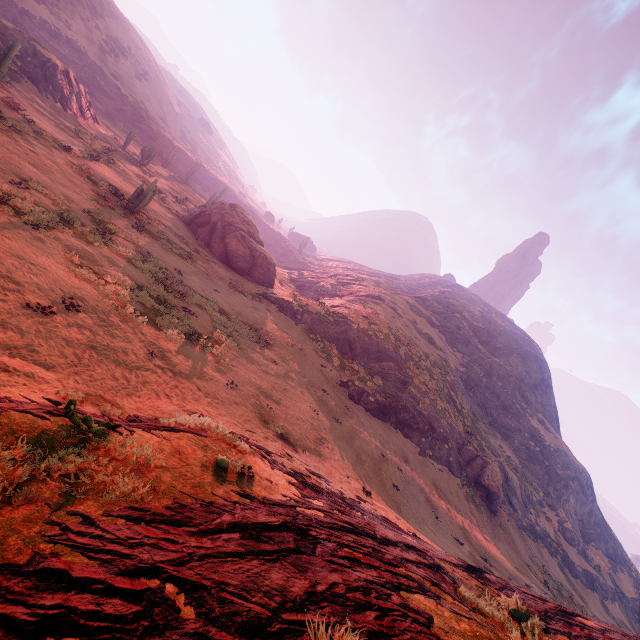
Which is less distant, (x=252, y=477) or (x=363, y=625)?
(x=363, y=625)

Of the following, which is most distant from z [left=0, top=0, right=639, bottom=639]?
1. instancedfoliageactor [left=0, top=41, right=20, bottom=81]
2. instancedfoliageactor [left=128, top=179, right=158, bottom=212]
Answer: instancedfoliageactor [left=0, top=41, right=20, bottom=81]

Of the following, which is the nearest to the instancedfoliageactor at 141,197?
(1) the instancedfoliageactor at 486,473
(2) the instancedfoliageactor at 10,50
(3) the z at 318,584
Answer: (3) the z at 318,584

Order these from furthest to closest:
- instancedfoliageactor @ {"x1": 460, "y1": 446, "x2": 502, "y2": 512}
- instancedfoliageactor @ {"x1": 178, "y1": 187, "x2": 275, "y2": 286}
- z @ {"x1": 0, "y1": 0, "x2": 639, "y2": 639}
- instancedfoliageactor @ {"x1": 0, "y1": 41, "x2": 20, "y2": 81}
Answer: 1. instancedfoliageactor @ {"x1": 178, "y1": 187, "x2": 275, "y2": 286}
2. instancedfoliageactor @ {"x1": 460, "y1": 446, "x2": 502, "y2": 512}
3. instancedfoliageactor @ {"x1": 0, "y1": 41, "x2": 20, "y2": 81}
4. z @ {"x1": 0, "y1": 0, "x2": 639, "y2": 639}

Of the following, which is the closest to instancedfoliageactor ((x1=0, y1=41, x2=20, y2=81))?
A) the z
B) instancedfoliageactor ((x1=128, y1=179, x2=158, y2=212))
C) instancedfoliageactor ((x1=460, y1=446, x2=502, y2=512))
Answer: the z

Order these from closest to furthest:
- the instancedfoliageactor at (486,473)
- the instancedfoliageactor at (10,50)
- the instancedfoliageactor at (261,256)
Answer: the instancedfoliageactor at (10,50) → the instancedfoliageactor at (486,473) → the instancedfoliageactor at (261,256)

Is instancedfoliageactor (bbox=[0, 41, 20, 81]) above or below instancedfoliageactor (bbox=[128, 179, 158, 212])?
above

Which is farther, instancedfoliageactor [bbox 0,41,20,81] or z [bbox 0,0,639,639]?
instancedfoliageactor [bbox 0,41,20,81]
